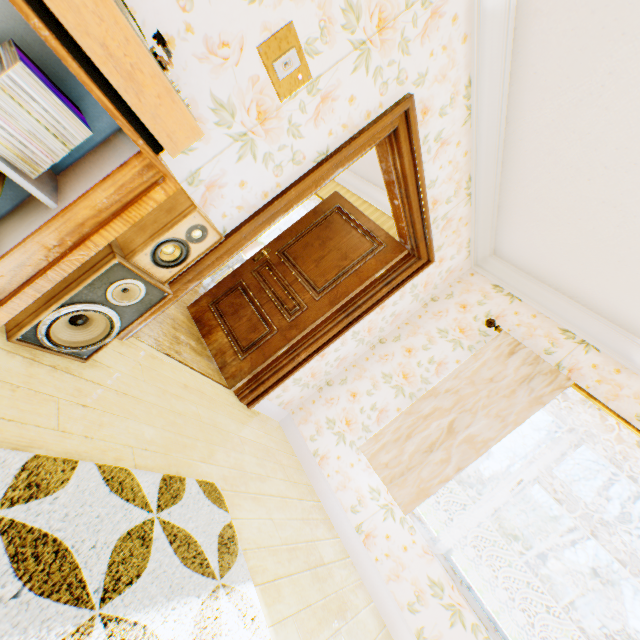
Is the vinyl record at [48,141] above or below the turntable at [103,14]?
below

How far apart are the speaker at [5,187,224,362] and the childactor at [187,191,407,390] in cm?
159

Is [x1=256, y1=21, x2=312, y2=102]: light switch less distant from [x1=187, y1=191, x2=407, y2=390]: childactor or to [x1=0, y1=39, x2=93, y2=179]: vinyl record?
[x1=0, y1=39, x2=93, y2=179]: vinyl record

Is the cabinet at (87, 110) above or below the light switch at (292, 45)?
below

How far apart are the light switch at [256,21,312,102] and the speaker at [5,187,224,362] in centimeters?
77cm

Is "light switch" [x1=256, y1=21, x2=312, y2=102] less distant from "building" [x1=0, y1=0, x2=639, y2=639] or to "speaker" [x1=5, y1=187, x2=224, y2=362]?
"building" [x1=0, y1=0, x2=639, y2=639]

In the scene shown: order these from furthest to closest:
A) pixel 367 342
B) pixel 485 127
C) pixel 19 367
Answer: pixel 367 342 < pixel 485 127 < pixel 19 367

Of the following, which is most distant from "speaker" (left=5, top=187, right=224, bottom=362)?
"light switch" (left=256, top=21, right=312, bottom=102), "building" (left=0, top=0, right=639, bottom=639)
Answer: "light switch" (left=256, top=21, right=312, bottom=102)
